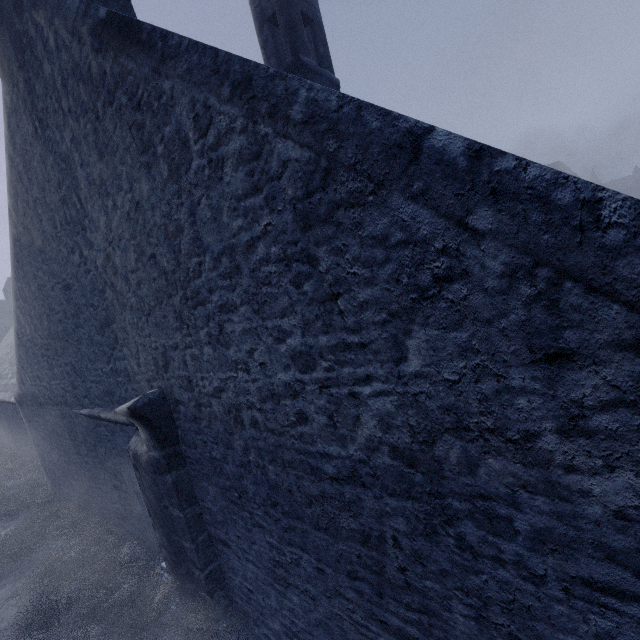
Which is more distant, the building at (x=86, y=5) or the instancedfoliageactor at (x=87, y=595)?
the instancedfoliageactor at (x=87, y=595)

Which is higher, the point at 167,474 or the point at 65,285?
the point at 65,285

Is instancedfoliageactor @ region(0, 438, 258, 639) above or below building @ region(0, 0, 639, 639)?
below

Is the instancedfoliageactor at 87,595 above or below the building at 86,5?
below

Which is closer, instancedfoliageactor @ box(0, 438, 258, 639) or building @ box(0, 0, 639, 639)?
building @ box(0, 0, 639, 639)
